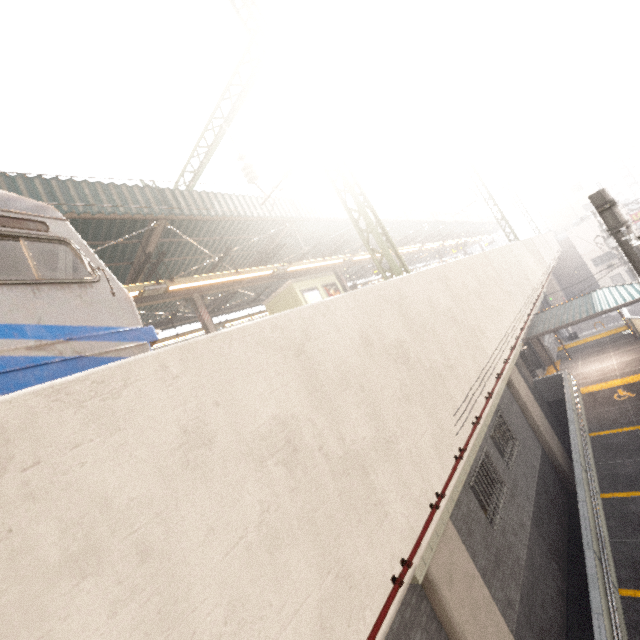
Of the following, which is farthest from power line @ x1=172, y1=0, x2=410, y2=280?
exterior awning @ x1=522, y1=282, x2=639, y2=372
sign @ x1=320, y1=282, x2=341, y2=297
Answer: exterior awning @ x1=522, y1=282, x2=639, y2=372

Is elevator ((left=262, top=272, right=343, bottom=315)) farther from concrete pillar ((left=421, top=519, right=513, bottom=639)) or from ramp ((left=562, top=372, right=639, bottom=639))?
ramp ((left=562, top=372, right=639, bottom=639))

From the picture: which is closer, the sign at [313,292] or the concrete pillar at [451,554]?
the concrete pillar at [451,554]

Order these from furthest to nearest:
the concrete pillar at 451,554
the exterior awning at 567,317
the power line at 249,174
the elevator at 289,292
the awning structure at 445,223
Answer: the awning structure at 445,223 → the elevator at 289,292 → the exterior awning at 567,317 → the power line at 249,174 → the concrete pillar at 451,554

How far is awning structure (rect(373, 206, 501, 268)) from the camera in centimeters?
1938cm

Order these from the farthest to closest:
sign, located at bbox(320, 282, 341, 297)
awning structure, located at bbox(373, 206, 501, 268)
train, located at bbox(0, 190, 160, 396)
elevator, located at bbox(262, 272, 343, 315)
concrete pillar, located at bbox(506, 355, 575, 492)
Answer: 1. awning structure, located at bbox(373, 206, 501, 268)
2. sign, located at bbox(320, 282, 341, 297)
3. elevator, located at bbox(262, 272, 343, 315)
4. concrete pillar, located at bbox(506, 355, 575, 492)
5. train, located at bbox(0, 190, 160, 396)

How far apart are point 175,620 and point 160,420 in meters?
1.1

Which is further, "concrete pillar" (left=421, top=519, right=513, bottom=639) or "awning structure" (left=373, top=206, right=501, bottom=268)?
"awning structure" (left=373, top=206, right=501, bottom=268)
